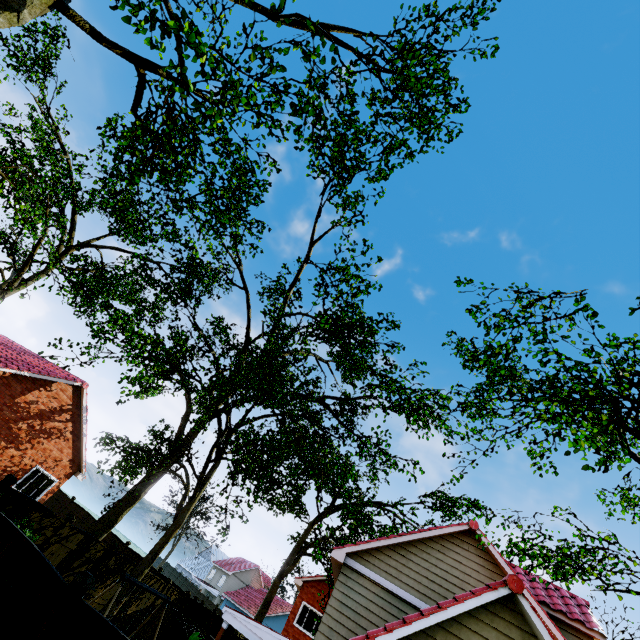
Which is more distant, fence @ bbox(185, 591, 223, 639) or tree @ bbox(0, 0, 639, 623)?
fence @ bbox(185, 591, 223, 639)

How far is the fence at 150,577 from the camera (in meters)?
15.35

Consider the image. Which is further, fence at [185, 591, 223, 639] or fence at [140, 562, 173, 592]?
fence at [185, 591, 223, 639]

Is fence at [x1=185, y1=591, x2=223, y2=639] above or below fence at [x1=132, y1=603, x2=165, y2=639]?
above

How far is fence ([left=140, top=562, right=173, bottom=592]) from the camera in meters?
15.3

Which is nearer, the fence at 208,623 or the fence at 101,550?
the fence at 101,550

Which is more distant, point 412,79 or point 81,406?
point 81,406
